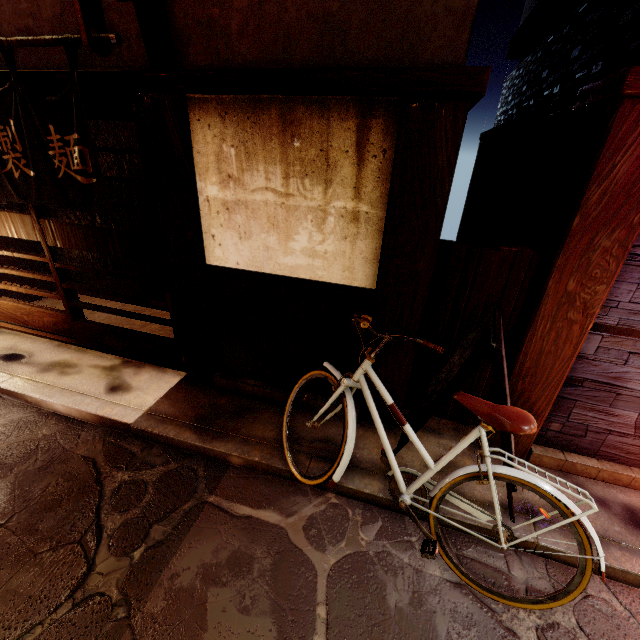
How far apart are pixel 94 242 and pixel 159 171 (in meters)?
2.44

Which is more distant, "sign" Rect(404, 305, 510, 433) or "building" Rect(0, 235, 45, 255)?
"building" Rect(0, 235, 45, 255)

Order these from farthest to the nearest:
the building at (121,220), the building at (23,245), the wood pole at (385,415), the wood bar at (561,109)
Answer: the building at (121,220), the building at (23,245), the wood pole at (385,415), the wood bar at (561,109)

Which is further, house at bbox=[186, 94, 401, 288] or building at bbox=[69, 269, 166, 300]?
building at bbox=[69, 269, 166, 300]

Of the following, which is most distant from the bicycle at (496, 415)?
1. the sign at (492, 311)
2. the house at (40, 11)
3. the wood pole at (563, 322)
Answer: the house at (40, 11)

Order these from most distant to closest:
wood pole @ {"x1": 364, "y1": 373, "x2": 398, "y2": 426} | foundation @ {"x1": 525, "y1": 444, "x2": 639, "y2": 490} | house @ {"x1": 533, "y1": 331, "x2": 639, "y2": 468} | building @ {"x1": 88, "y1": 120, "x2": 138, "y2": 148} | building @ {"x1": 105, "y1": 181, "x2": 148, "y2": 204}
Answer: building @ {"x1": 105, "y1": 181, "x2": 148, "y2": 204} → building @ {"x1": 88, "y1": 120, "x2": 138, "y2": 148} → wood pole @ {"x1": 364, "y1": 373, "x2": 398, "y2": 426} → foundation @ {"x1": 525, "y1": 444, "x2": 639, "y2": 490} → house @ {"x1": 533, "y1": 331, "x2": 639, "y2": 468}

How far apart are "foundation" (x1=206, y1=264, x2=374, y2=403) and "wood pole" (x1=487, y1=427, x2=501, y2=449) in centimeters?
220cm

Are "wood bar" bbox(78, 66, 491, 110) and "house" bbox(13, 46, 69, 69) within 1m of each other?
yes
